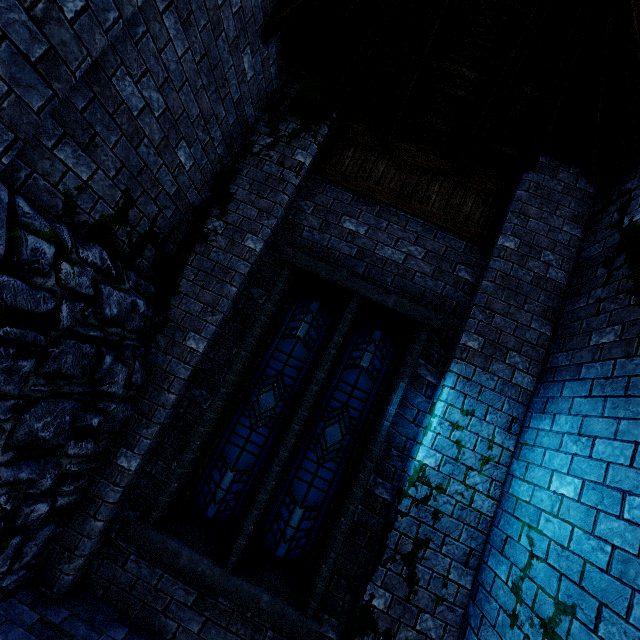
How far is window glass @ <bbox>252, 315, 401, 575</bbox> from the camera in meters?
4.0

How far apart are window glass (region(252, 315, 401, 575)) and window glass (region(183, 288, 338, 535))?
0.3m

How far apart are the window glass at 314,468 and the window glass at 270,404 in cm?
26

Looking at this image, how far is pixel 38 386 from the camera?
2.65m

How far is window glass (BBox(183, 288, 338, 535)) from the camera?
4.1 meters

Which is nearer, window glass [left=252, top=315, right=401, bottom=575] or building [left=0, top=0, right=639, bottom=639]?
building [left=0, top=0, right=639, bottom=639]

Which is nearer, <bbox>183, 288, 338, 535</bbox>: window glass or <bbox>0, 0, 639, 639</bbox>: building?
<bbox>0, 0, 639, 639</bbox>: building

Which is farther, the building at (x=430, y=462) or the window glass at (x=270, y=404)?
the window glass at (x=270, y=404)
